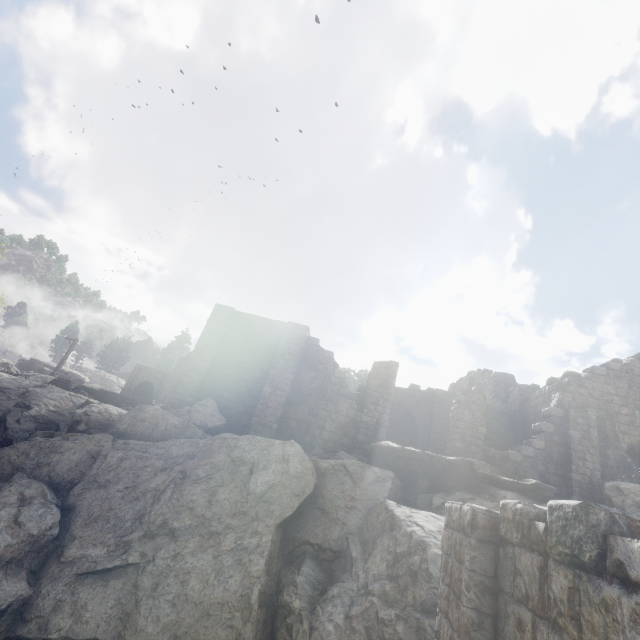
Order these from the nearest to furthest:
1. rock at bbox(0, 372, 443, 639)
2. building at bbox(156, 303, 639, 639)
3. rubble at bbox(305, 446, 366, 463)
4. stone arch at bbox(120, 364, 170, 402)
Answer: building at bbox(156, 303, 639, 639) → rock at bbox(0, 372, 443, 639) → rubble at bbox(305, 446, 366, 463) → stone arch at bbox(120, 364, 170, 402)

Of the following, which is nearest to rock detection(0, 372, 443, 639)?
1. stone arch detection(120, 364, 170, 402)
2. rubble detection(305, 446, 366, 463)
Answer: rubble detection(305, 446, 366, 463)

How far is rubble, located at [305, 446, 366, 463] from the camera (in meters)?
13.69

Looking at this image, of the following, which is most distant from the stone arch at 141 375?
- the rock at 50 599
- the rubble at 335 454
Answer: the rubble at 335 454

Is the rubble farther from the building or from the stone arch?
the stone arch

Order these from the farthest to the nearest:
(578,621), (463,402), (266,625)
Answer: (463,402) → (266,625) → (578,621)

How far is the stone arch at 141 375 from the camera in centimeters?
3503cm

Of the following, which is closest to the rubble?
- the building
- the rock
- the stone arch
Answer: the rock
